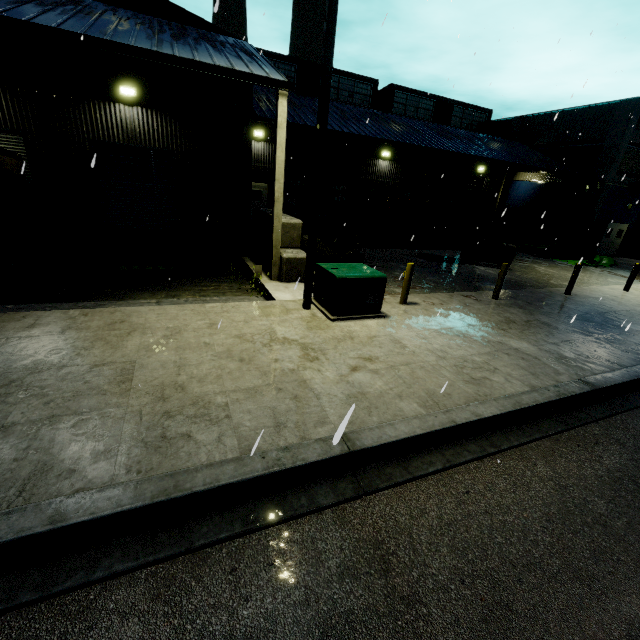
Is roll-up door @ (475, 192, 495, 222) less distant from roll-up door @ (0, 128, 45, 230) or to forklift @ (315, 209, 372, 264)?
forklift @ (315, 209, 372, 264)

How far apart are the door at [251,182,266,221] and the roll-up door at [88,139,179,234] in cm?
703

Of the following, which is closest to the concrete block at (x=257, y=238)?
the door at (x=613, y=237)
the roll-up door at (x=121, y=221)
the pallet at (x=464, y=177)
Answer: the roll-up door at (x=121, y=221)

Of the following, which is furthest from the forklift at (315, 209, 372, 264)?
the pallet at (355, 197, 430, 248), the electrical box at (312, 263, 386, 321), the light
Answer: the pallet at (355, 197, 430, 248)

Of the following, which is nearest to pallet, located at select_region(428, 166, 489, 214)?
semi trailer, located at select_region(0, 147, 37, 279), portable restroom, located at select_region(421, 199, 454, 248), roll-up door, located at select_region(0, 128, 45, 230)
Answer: portable restroom, located at select_region(421, 199, 454, 248)

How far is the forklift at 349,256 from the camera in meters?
12.5 m

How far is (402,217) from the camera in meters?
19.8

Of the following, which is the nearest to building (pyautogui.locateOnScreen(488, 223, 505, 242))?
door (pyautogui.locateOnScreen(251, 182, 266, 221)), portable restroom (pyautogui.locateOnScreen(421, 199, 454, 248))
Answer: door (pyautogui.locateOnScreen(251, 182, 266, 221))
